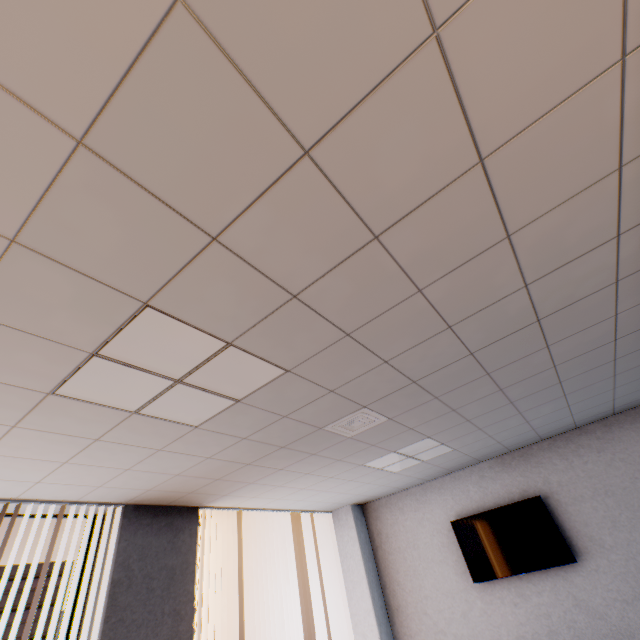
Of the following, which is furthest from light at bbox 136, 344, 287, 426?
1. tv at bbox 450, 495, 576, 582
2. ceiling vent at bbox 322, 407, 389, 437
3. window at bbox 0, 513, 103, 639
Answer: tv at bbox 450, 495, 576, 582

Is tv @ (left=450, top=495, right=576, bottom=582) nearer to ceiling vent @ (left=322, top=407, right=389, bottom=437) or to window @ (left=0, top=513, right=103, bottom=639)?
ceiling vent @ (left=322, top=407, right=389, bottom=437)

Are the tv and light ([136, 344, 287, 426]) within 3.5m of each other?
no

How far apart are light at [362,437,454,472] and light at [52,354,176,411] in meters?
2.5 m

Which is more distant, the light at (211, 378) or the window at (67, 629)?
the window at (67, 629)

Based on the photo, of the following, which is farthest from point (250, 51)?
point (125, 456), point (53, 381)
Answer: point (125, 456)

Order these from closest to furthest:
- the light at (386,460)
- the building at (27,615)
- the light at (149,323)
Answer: the light at (149,323)
the light at (386,460)
the building at (27,615)

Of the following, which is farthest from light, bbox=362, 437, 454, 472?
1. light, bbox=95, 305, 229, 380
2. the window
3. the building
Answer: the building
